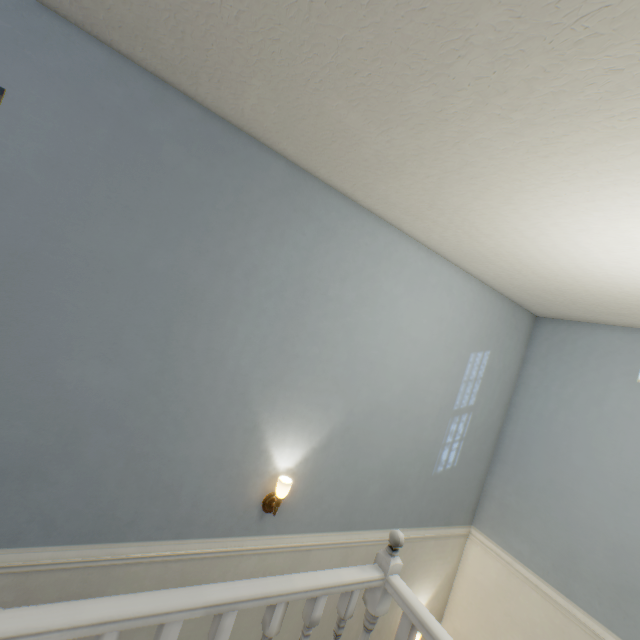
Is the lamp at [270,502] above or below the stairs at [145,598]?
below

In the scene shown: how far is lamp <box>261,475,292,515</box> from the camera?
2.1 meters

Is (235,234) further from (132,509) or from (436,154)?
(132,509)

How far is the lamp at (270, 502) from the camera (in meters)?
2.14

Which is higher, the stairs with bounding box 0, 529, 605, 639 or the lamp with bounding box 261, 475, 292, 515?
the stairs with bounding box 0, 529, 605, 639

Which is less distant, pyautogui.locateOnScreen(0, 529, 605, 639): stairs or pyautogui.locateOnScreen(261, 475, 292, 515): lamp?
pyautogui.locateOnScreen(0, 529, 605, 639): stairs
